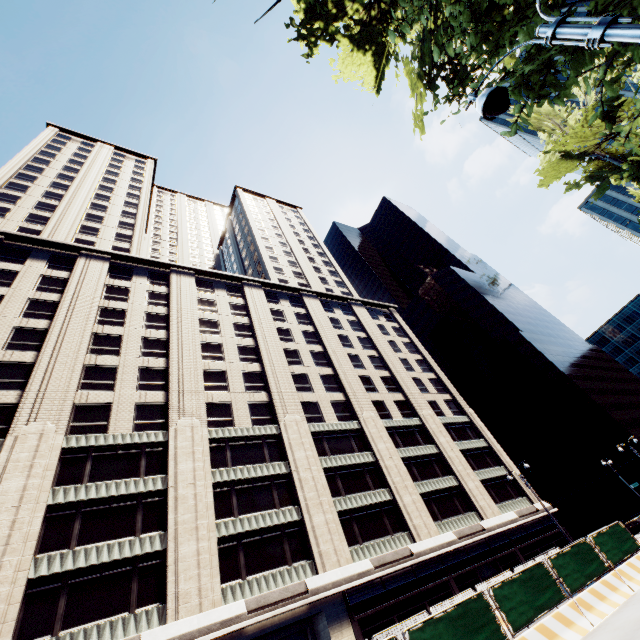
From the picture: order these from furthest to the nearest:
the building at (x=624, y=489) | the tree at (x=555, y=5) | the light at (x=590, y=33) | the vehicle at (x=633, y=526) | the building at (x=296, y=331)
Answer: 1. the building at (x=624, y=489)
2. the vehicle at (x=633, y=526)
3. the building at (x=296, y=331)
4. the tree at (x=555, y=5)
5. the light at (x=590, y=33)

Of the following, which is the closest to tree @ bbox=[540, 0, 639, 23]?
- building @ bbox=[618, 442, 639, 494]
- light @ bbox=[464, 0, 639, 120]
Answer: light @ bbox=[464, 0, 639, 120]

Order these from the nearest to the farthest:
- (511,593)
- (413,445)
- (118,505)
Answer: (511,593) < (118,505) < (413,445)

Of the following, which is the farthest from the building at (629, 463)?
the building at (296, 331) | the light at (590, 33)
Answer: the light at (590, 33)

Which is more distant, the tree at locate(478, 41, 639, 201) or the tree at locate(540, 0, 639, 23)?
the tree at locate(478, 41, 639, 201)

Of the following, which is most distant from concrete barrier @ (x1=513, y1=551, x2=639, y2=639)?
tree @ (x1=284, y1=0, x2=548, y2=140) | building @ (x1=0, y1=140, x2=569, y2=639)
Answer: tree @ (x1=284, y1=0, x2=548, y2=140)

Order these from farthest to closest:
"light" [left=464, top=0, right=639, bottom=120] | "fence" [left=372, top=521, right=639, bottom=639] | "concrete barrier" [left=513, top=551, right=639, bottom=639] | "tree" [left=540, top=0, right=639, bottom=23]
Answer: "concrete barrier" [left=513, top=551, right=639, bottom=639], "fence" [left=372, top=521, right=639, bottom=639], "tree" [left=540, top=0, right=639, bottom=23], "light" [left=464, top=0, right=639, bottom=120]

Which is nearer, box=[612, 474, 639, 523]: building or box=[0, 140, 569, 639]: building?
box=[0, 140, 569, 639]: building
